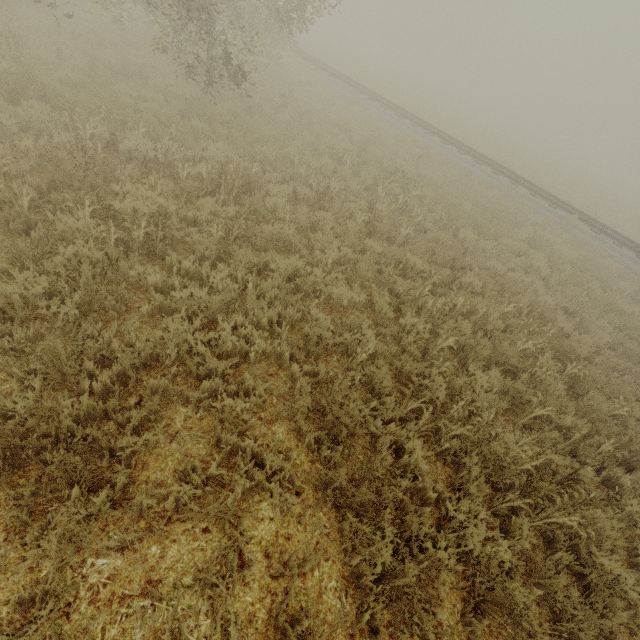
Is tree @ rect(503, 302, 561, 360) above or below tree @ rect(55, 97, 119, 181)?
above

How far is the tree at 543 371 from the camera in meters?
5.1

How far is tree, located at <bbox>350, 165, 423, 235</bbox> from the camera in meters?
7.7

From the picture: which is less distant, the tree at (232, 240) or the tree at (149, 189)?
the tree at (149, 189)

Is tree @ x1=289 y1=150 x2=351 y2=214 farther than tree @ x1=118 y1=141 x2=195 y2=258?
Yes

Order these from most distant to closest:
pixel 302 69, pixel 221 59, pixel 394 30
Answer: pixel 394 30 < pixel 302 69 < pixel 221 59
